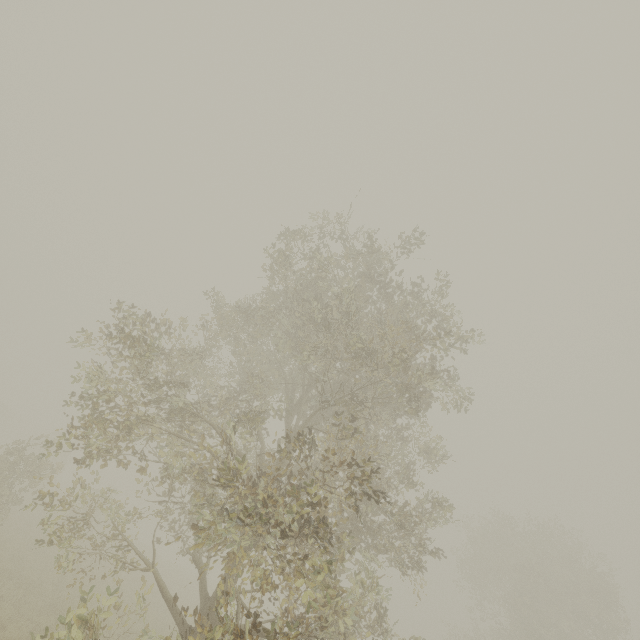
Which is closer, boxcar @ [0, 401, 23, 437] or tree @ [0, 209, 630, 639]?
tree @ [0, 209, 630, 639]

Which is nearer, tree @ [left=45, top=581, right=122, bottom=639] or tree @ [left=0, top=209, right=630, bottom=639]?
tree @ [left=45, top=581, right=122, bottom=639]

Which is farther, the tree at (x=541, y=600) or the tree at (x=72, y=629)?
the tree at (x=541, y=600)

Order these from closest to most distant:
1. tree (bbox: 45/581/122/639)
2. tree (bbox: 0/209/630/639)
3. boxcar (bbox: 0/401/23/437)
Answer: tree (bbox: 45/581/122/639)
tree (bbox: 0/209/630/639)
boxcar (bbox: 0/401/23/437)

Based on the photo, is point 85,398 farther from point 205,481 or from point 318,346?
point 318,346

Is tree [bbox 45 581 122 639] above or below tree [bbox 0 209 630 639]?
below

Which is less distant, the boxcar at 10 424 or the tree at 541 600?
the tree at 541 600
